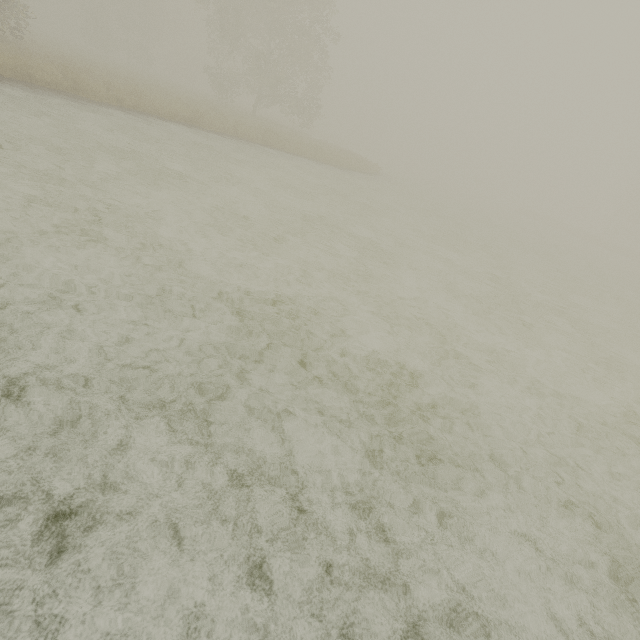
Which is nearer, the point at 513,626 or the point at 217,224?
the point at 513,626
